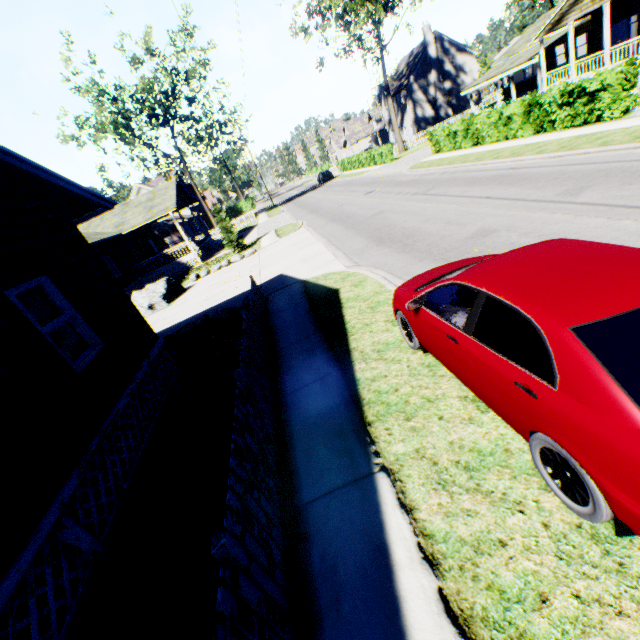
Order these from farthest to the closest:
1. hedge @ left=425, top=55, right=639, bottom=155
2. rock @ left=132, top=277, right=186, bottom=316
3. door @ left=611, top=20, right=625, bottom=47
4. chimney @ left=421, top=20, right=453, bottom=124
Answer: chimney @ left=421, top=20, right=453, bottom=124 → door @ left=611, top=20, right=625, bottom=47 → rock @ left=132, top=277, right=186, bottom=316 → hedge @ left=425, top=55, right=639, bottom=155

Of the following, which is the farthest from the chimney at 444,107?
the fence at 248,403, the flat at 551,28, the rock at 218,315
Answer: the rock at 218,315

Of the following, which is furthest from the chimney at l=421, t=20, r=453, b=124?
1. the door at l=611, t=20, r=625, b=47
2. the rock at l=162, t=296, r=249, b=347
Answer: the rock at l=162, t=296, r=249, b=347

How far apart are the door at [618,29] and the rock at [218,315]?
34.2m

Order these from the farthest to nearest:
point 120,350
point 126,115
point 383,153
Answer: point 383,153 → point 126,115 → point 120,350

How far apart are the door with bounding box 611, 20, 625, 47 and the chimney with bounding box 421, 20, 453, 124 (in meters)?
22.91

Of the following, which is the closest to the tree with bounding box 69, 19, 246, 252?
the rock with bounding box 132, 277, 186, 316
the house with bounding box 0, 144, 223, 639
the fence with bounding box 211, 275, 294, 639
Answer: the rock with bounding box 132, 277, 186, 316

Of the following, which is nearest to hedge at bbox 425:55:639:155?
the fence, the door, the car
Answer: the door
